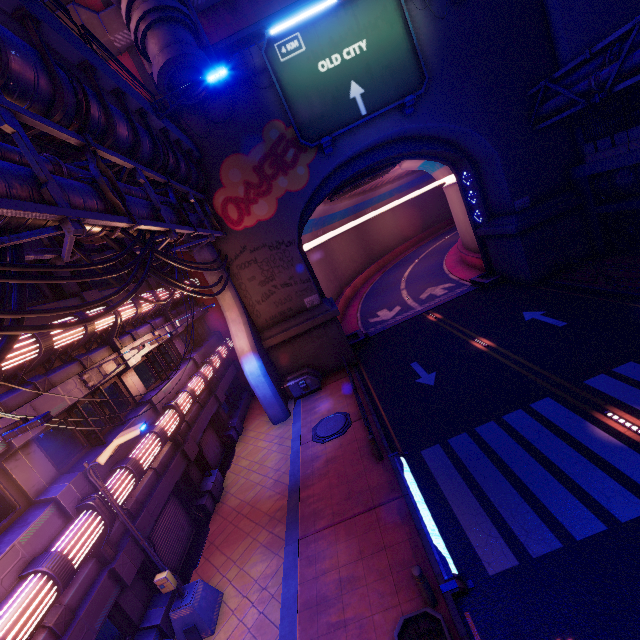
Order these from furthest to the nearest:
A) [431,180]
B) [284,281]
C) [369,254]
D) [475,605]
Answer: [431,180]
[369,254]
[284,281]
[475,605]

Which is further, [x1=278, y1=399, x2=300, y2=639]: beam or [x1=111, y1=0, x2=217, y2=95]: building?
[x1=111, y1=0, x2=217, y2=95]: building

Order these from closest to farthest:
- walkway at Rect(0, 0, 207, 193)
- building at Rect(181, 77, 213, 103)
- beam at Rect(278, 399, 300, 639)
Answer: walkway at Rect(0, 0, 207, 193) → beam at Rect(278, 399, 300, 639) → building at Rect(181, 77, 213, 103)

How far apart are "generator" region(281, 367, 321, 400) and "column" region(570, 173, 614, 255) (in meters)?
18.80

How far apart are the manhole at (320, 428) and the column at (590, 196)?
18.45m

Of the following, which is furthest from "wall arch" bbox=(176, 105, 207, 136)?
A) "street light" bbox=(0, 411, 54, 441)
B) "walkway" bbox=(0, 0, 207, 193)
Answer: "street light" bbox=(0, 411, 54, 441)

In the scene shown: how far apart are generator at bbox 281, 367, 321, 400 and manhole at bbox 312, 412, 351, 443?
3.18m

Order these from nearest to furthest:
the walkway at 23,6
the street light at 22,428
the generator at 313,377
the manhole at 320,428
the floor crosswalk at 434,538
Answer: the street light at 22,428 → the walkway at 23,6 → the floor crosswalk at 434,538 → the manhole at 320,428 → the generator at 313,377
